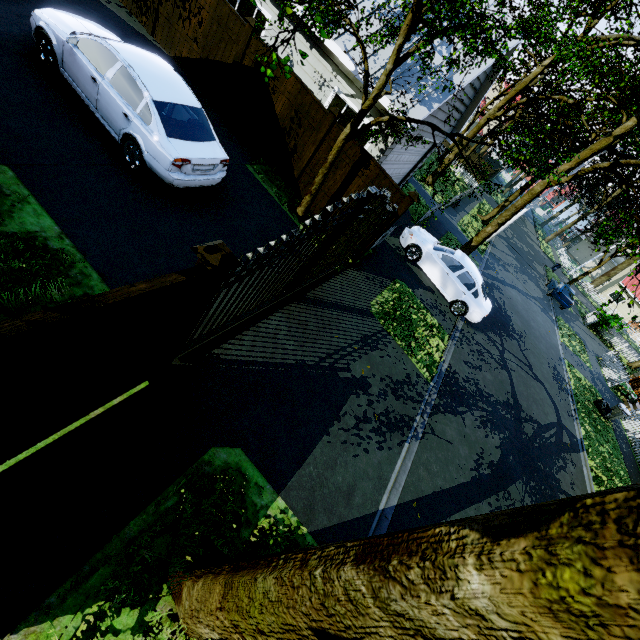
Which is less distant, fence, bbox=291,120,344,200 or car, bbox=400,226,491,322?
fence, bbox=291,120,344,200

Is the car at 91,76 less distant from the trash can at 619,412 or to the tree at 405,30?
the tree at 405,30

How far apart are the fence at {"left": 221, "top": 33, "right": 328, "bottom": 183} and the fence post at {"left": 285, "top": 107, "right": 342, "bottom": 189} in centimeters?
4cm

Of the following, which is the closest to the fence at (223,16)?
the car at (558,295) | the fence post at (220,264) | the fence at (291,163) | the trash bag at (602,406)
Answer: the fence at (291,163)

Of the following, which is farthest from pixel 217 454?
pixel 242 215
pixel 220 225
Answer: pixel 242 215

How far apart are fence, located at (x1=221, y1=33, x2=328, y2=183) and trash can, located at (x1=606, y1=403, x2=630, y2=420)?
18.82m

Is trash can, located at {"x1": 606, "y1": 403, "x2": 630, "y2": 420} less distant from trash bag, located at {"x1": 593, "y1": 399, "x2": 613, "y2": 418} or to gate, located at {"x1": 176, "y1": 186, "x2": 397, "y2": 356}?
trash bag, located at {"x1": 593, "y1": 399, "x2": 613, "y2": 418}

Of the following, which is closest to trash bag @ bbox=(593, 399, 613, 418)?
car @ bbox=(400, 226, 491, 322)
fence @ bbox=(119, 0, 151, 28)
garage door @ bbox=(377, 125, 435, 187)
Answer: car @ bbox=(400, 226, 491, 322)
